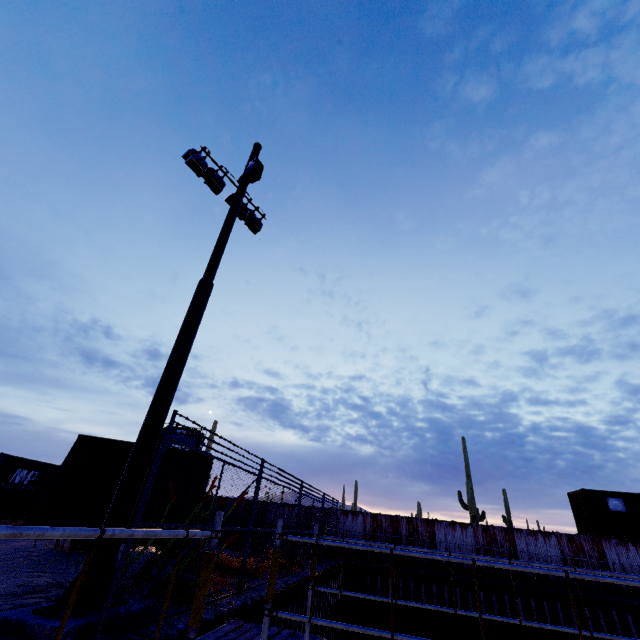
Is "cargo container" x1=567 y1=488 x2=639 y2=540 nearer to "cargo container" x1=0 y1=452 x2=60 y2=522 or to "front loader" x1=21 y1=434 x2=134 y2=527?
"front loader" x1=21 y1=434 x2=134 y2=527

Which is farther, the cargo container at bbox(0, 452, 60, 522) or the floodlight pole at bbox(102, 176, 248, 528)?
the cargo container at bbox(0, 452, 60, 522)

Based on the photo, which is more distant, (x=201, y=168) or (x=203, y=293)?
(x=201, y=168)

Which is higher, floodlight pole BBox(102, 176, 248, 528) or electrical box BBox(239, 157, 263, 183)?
electrical box BBox(239, 157, 263, 183)

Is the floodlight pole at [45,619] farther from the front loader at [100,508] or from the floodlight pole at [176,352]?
the front loader at [100,508]

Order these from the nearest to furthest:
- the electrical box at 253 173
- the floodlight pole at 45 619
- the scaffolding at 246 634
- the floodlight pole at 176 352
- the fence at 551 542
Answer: the scaffolding at 246 634, the floodlight pole at 45 619, the floodlight pole at 176 352, the fence at 551 542, the electrical box at 253 173

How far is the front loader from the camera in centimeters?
791cm

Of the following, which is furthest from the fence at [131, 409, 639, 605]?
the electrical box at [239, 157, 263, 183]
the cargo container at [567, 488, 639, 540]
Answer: the electrical box at [239, 157, 263, 183]
